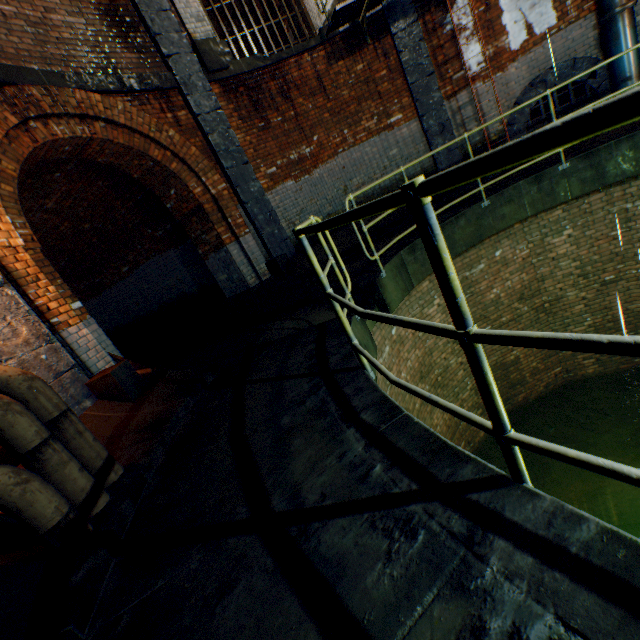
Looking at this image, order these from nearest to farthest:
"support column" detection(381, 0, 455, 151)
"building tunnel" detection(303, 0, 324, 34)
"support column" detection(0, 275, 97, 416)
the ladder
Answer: "support column" detection(0, 275, 97, 416) < the ladder < "support column" detection(381, 0, 455, 151) < "building tunnel" detection(303, 0, 324, 34)

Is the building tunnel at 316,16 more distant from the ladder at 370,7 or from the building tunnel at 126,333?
the building tunnel at 126,333

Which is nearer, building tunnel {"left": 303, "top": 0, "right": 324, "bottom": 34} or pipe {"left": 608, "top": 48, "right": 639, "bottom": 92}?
pipe {"left": 608, "top": 48, "right": 639, "bottom": 92}

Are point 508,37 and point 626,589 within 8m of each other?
no

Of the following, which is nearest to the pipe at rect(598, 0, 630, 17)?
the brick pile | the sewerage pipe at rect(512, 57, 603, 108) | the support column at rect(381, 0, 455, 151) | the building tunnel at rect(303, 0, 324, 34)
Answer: the sewerage pipe at rect(512, 57, 603, 108)

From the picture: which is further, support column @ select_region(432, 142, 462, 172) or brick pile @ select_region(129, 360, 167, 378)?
support column @ select_region(432, 142, 462, 172)

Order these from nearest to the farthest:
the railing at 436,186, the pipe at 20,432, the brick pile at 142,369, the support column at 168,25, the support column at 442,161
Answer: the railing at 436,186, the pipe at 20,432, the brick pile at 142,369, the support column at 168,25, the support column at 442,161

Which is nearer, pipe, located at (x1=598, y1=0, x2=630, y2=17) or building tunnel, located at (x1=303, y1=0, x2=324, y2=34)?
pipe, located at (x1=598, y1=0, x2=630, y2=17)
